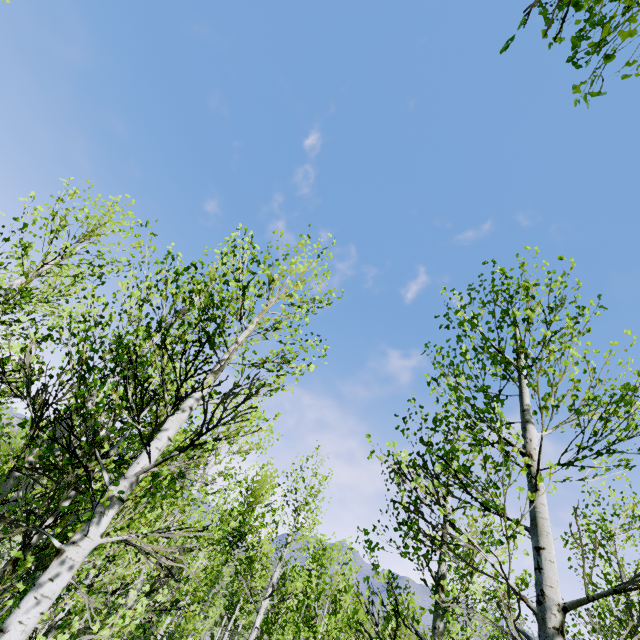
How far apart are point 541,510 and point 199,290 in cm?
600
